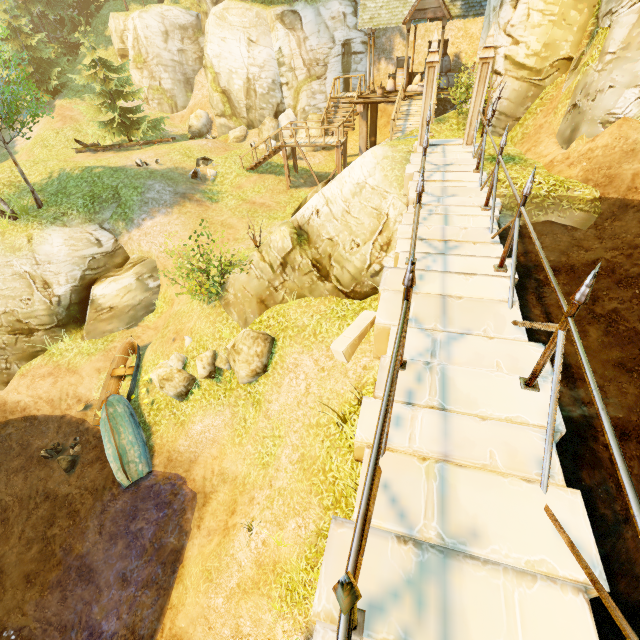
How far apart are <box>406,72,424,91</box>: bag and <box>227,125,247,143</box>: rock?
11.8m

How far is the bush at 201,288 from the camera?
11.3m

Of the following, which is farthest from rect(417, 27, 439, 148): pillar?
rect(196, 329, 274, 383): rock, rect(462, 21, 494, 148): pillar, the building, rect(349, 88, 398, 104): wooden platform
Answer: the building

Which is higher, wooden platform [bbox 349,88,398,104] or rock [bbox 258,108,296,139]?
wooden platform [bbox 349,88,398,104]

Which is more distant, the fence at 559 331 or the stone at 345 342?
the stone at 345 342

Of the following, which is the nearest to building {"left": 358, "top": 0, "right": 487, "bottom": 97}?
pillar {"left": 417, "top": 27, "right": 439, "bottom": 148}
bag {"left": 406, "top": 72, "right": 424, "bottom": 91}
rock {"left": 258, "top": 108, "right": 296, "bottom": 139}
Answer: bag {"left": 406, "top": 72, "right": 424, "bottom": 91}

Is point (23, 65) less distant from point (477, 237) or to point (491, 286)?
point (477, 237)

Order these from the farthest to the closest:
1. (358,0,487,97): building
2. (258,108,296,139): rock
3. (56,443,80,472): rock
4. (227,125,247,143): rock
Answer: Result: (227,125,247,143): rock, (258,108,296,139): rock, (358,0,487,97): building, (56,443,80,472): rock
